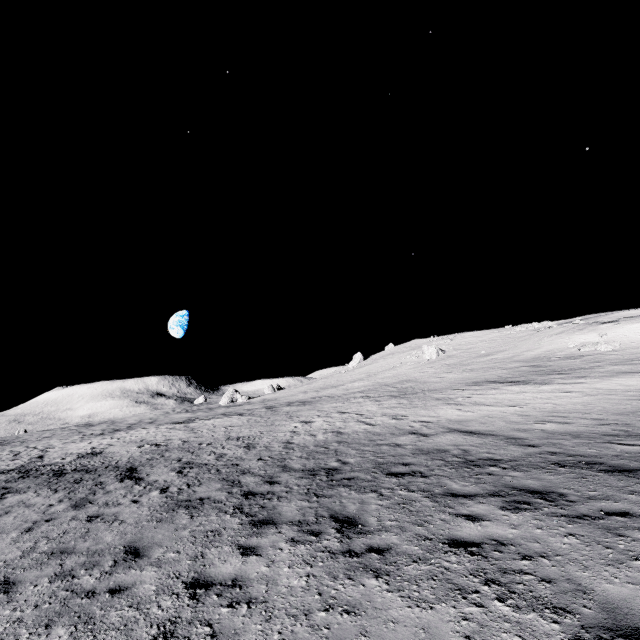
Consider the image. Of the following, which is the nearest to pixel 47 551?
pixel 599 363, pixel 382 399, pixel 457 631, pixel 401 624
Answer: pixel 401 624

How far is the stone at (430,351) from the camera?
49.53m

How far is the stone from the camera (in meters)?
49.53
